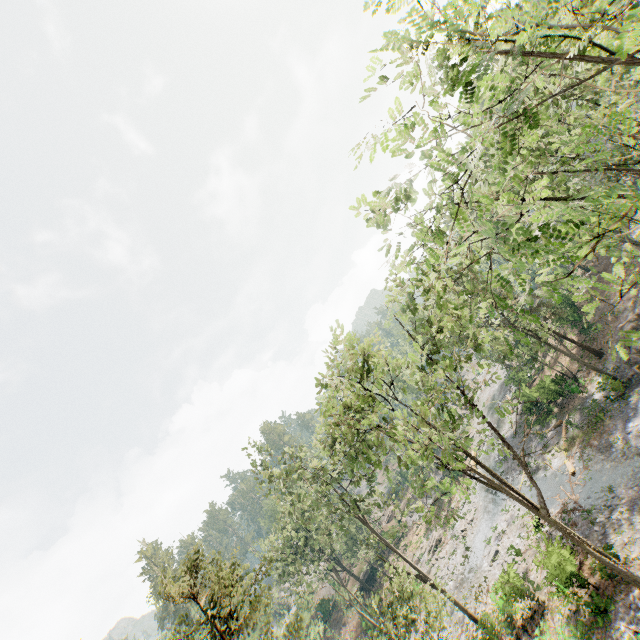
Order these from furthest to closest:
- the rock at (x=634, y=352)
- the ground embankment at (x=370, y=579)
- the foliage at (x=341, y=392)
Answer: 1. the ground embankment at (x=370, y=579)
2. the rock at (x=634, y=352)
3. the foliage at (x=341, y=392)

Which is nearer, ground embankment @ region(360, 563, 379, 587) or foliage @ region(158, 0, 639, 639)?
foliage @ region(158, 0, 639, 639)

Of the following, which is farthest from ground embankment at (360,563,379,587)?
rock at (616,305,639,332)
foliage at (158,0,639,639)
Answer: rock at (616,305,639,332)

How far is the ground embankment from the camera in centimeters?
4881cm

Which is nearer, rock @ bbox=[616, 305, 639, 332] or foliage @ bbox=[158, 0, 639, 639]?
foliage @ bbox=[158, 0, 639, 639]

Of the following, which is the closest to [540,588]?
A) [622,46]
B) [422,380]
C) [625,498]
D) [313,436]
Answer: [625,498]

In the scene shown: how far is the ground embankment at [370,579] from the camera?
48.8 meters
